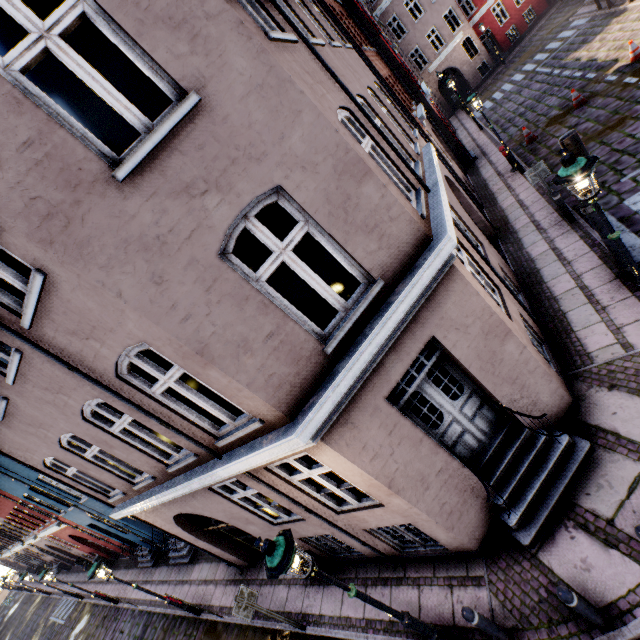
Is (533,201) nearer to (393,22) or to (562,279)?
(562,279)

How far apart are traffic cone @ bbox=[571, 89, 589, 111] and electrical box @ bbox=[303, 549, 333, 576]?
18.9 meters

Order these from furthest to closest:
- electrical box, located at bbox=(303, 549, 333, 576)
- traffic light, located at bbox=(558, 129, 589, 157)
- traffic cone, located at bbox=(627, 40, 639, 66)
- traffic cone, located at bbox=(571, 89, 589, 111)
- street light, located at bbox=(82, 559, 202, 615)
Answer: traffic cone, located at bbox=(571, 89, 589, 111) → traffic cone, located at bbox=(627, 40, 639, 66) → street light, located at bbox=(82, 559, 202, 615) → electrical box, located at bbox=(303, 549, 333, 576) → traffic light, located at bbox=(558, 129, 589, 157)

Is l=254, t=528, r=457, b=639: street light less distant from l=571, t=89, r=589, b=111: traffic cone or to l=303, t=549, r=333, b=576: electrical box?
l=303, t=549, r=333, b=576: electrical box

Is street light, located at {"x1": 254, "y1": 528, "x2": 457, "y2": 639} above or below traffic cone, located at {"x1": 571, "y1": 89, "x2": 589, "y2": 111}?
above

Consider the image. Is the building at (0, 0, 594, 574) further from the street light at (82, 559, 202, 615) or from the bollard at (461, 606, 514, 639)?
the street light at (82, 559, 202, 615)

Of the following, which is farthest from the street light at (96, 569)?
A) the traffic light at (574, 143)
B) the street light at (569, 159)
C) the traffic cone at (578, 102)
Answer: the traffic cone at (578, 102)

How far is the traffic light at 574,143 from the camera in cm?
548
